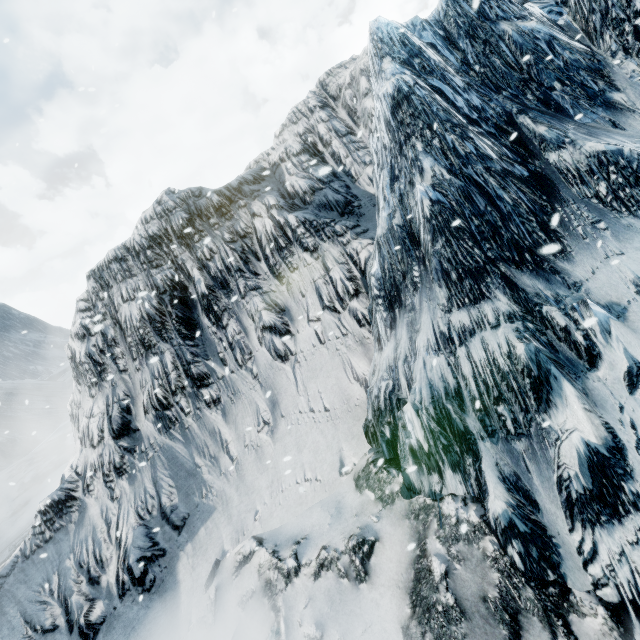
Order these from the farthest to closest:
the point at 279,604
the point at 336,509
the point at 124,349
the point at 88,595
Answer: the point at 124,349 < the point at 88,595 < the point at 336,509 < the point at 279,604
